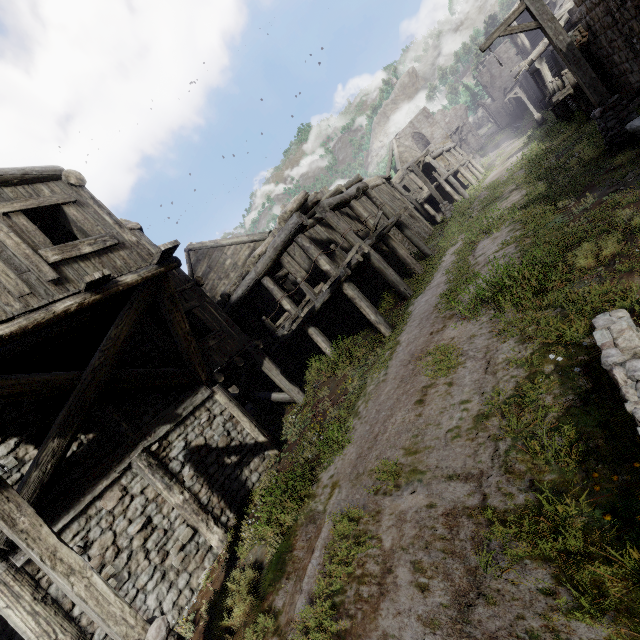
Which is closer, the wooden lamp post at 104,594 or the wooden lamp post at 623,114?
the wooden lamp post at 104,594

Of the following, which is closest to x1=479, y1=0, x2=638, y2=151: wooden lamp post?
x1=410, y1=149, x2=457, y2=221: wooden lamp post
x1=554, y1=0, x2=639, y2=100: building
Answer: x1=554, y1=0, x2=639, y2=100: building

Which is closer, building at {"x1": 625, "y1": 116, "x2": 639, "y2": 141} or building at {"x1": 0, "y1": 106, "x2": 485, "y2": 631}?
building at {"x1": 0, "y1": 106, "x2": 485, "y2": 631}

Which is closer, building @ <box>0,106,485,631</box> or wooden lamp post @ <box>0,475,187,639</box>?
wooden lamp post @ <box>0,475,187,639</box>

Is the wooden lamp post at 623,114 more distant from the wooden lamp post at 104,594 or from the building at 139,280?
the wooden lamp post at 104,594

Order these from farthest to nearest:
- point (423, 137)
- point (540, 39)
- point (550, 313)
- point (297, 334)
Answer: point (423, 137)
point (540, 39)
point (297, 334)
point (550, 313)

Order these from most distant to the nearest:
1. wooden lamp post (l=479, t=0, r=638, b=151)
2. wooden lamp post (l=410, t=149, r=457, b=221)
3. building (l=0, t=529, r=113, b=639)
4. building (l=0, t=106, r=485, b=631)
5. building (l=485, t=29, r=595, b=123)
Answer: wooden lamp post (l=410, t=149, r=457, b=221), building (l=485, t=29, r=595, b=123), wooden lamp post (l=479, t=0, r=638, b=151), building (l=0, t=106, r=485, b=631), building (l=0, t=529, r=113, b=639)

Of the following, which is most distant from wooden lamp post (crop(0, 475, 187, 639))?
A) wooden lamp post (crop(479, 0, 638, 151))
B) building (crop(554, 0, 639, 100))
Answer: wooden lamp post (crop(479, 0, 638, 151))
